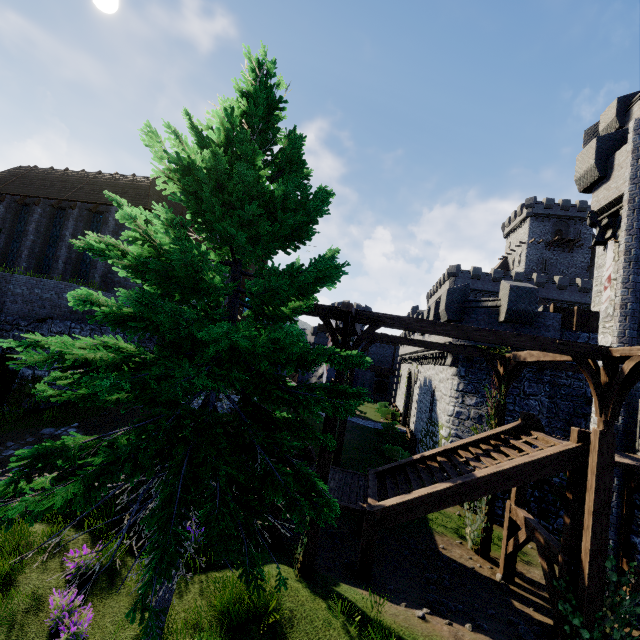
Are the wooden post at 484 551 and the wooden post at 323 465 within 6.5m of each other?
no

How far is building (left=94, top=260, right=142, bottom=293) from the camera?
20.8m

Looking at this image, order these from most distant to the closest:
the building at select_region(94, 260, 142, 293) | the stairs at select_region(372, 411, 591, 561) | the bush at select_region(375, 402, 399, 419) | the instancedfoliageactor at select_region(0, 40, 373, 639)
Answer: the bush at select_region(375, 402, 399, 419)
the building at select_region(94, 260, 142, 293)
the stairs at select_region(372, 411, 591, 561)
the instancedfoliageactor at select_region(0, 40, 373, 639)

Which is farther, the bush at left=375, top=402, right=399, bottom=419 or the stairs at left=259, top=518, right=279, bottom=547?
the bush at left=375, top=402, right=399, bottom=419

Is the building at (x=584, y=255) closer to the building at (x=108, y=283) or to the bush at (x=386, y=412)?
the bush at (x=386, y=412)

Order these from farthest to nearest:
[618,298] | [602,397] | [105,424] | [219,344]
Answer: [105,424]
[618,298]
[602,397]
[219,344]

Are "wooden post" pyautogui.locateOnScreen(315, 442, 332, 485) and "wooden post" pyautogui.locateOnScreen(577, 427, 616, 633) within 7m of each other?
yes

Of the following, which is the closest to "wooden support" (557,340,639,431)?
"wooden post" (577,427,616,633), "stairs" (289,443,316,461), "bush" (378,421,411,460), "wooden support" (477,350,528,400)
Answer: "wooden post" (577,427,616,633)
